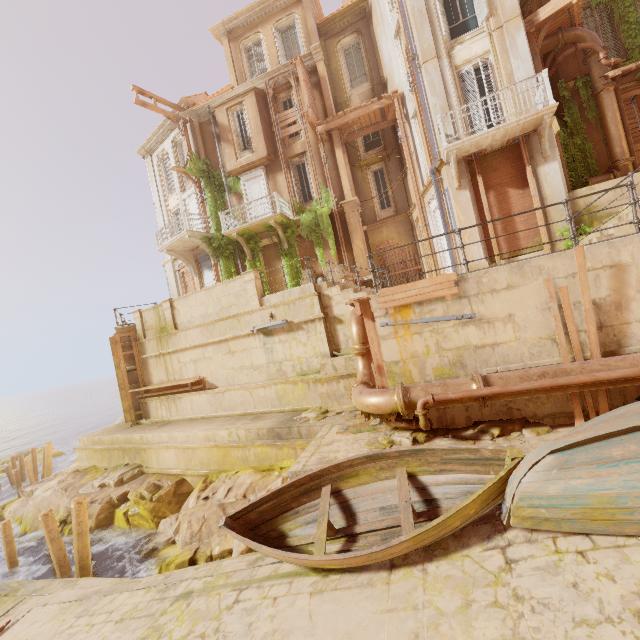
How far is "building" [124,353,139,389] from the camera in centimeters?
1638cm

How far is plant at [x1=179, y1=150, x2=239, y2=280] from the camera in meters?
19.1 m

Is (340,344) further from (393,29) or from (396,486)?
(393,29)

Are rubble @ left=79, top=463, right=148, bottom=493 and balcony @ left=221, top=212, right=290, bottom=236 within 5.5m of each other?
no

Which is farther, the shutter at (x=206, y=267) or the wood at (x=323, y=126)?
the shutter at (x=206, y=267)

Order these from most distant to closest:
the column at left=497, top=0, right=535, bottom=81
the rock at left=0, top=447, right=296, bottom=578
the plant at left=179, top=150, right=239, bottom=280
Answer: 1. the plant at left=179, top=150, right=239, bottom=280
2. the column at left=497, top=0, right=535, bottom=81
3. the rock at left=0, top=447, right=296, bottom=578

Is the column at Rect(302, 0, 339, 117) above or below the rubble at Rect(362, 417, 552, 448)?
above

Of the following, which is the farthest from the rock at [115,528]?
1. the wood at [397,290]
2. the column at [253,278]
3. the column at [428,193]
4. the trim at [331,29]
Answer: the trim at [331,29]
